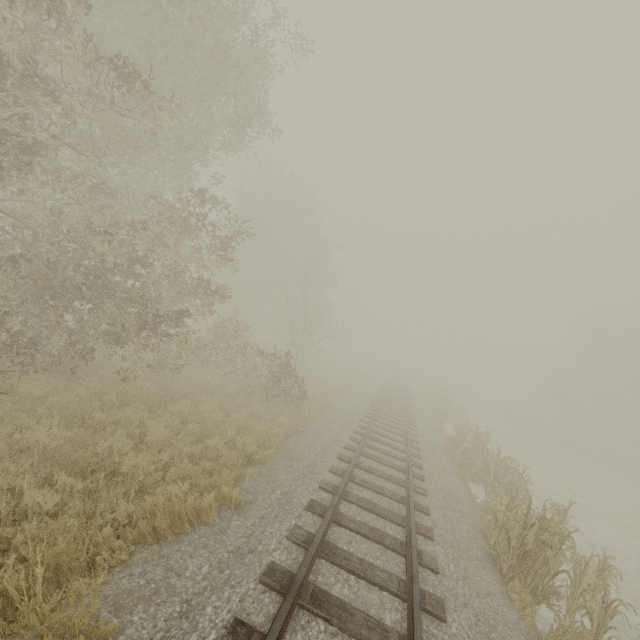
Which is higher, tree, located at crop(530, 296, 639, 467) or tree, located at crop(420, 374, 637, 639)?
tree, located at crop(530, 296, 639, 467)

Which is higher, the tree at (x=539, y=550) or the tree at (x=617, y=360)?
the tree at (x=617, y=360)

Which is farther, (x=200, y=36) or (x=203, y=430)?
(x=200, y=36)

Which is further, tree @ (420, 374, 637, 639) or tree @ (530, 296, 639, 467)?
tree @ (530, 296, 639, 467)

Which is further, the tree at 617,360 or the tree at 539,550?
the tree at 617,360
